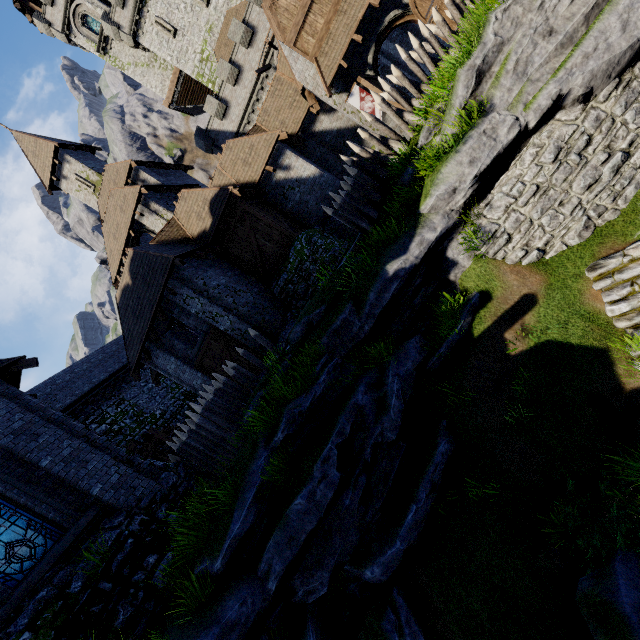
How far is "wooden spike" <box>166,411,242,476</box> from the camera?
10.24m

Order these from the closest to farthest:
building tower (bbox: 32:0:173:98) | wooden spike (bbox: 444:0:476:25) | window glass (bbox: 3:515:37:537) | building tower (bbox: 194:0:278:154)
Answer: window glass (bbox: 3:515:37:537) → wooden spike (bbox: 444:0:476:25) → building tower (bbox: 194:0:278:154) → building tower (bbox: 32:0:173:98)

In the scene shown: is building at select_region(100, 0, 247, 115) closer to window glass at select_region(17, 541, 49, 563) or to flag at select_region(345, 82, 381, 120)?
flag at select_region(345, 82, 381, 120)

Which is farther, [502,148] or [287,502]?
[502,148]

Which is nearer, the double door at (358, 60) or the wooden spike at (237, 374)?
the wooden spike at (237, 374)

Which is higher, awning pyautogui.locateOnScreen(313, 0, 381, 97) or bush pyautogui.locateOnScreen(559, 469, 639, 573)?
awning pyautogui.locateOnScreen(313, 0, 381, 97)

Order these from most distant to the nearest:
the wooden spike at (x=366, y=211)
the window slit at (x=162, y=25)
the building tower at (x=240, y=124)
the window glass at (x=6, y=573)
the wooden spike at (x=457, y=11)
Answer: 1. the window slit at (x=162, y=25)
2. the building tower at (x=240, y=124)
3. the wooden spike at (x=366, y=211)
4. the wooden spike at (x=457, y=11)
5. the window glass at (x=6, y=573)

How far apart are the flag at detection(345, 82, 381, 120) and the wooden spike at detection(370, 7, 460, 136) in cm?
493
